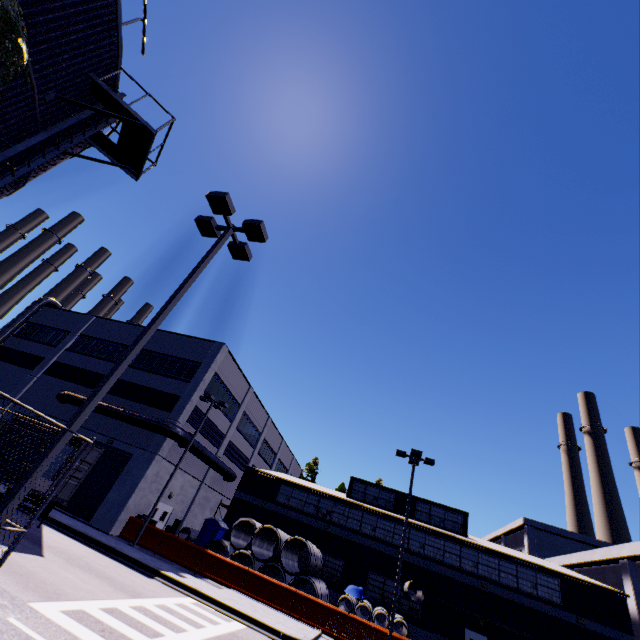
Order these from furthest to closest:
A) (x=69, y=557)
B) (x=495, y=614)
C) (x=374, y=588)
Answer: (x=374, y=588)
(x=495, y=614)
(x=69, y=557)

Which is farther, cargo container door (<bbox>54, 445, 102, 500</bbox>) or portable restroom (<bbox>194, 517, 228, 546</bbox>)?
portable restroom (<bbox>194, 517, 228, 546</bbox>)

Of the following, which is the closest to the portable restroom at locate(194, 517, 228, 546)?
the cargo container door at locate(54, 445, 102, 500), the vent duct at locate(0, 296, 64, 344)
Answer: the vent duct at locate(0, 296, 64, 344)

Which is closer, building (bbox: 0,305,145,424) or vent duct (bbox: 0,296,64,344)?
building (bbox: 0,305,145,424)

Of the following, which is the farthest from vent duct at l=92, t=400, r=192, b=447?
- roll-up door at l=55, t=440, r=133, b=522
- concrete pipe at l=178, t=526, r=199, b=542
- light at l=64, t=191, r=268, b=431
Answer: light at l=64, t=191, r=268, b=431

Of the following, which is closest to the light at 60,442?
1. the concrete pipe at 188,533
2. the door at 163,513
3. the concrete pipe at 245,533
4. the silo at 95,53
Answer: the silo at 95,53

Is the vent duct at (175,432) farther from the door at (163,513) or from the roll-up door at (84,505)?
the door at (163,513)

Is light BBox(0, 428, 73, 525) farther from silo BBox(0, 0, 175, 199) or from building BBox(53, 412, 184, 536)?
building BBox(53, 412, 184, 536)
